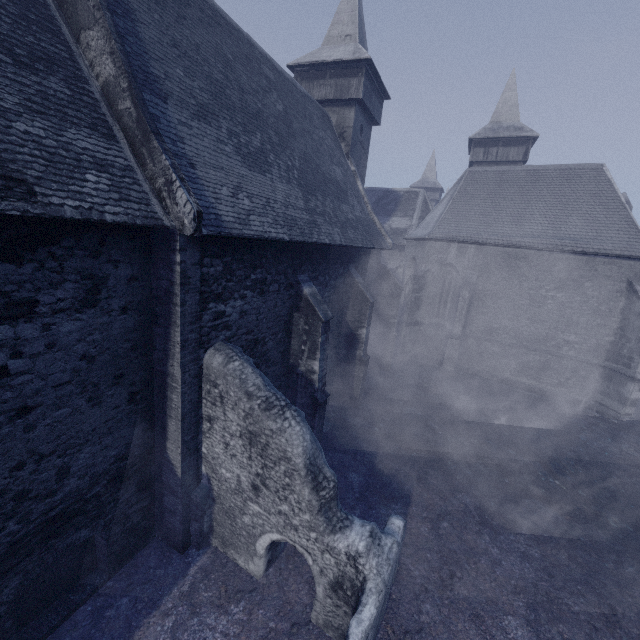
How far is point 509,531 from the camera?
8.5m
